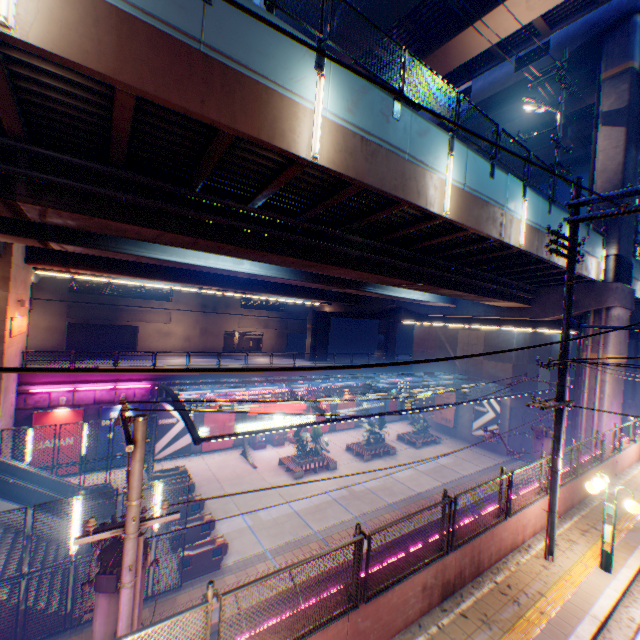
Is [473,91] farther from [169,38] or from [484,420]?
[484,420]

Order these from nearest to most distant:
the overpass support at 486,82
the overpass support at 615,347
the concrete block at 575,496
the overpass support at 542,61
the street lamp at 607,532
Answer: the street lamp at 607,532 → the concrete block at 575,496 → the overpass support at 615,347 → the overpass support at 542,61 → the overpass support at 486,82

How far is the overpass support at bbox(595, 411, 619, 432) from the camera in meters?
18.4 m

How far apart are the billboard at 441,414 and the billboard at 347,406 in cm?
936

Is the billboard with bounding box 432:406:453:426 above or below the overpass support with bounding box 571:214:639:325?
below

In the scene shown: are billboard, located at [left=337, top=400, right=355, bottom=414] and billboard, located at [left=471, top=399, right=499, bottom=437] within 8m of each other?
no

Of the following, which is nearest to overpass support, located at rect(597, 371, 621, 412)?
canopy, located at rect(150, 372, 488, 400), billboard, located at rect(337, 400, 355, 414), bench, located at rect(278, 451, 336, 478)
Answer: canopy, located at rect(150, 372, 488, 400)

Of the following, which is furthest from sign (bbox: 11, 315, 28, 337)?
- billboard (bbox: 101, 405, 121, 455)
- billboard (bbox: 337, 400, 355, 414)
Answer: billboard (bbox: 337, 400, 355, 414)
